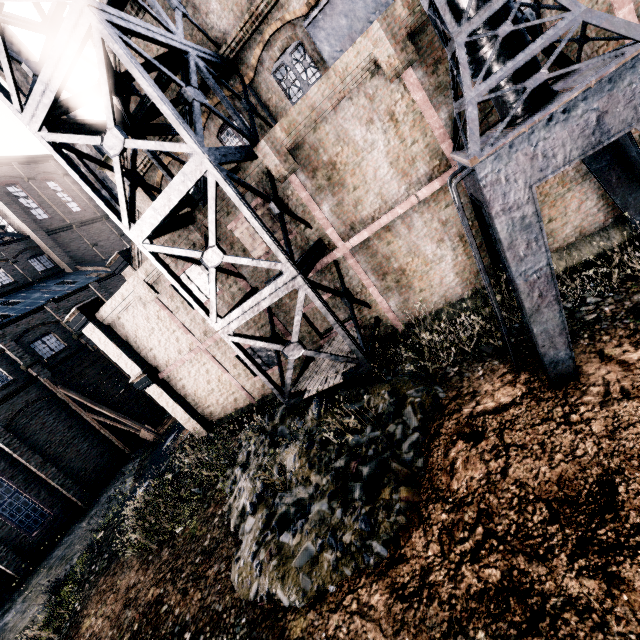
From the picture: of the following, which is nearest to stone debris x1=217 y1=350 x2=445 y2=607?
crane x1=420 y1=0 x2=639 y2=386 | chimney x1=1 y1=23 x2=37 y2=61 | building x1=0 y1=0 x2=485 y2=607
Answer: building x1=0 y1=0 x2=485 y2=607

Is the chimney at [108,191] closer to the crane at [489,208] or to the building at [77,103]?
the building at [77,103]

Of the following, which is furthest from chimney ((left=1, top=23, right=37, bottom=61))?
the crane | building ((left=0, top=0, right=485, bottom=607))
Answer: the crane

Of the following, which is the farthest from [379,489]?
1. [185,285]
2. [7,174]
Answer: [7,174]

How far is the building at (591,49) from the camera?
8.0 meters

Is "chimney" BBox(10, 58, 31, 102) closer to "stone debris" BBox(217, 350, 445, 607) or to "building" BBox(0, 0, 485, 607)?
"building" BBox(0, 0, 485, 607)

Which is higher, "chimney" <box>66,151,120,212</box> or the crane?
"chimney" <box>66,151,120,212</box>

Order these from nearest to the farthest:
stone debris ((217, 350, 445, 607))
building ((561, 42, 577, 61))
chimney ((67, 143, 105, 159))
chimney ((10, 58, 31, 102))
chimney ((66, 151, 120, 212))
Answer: stone debris ((217, 350, 445, 607)) < building ((561, 42, 577, 61)) < chimney ((10, 58, 31, 102)) < chimney ((67, 143, 105, 159)) < chimney ((66, 151, 120, 212))
